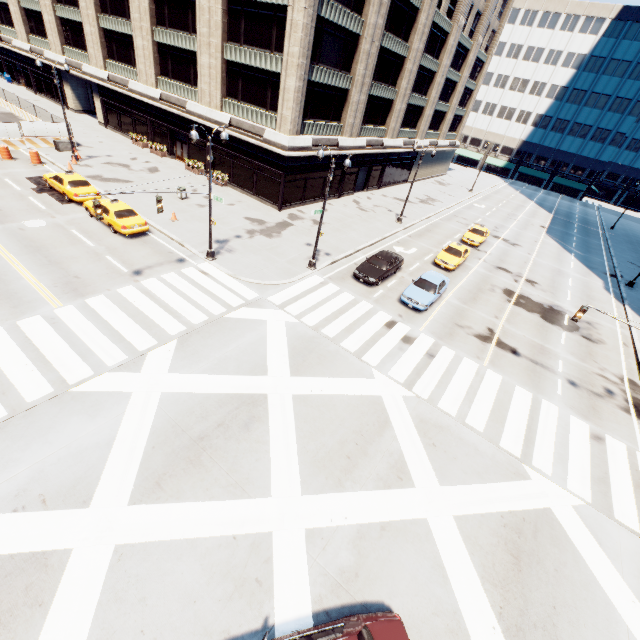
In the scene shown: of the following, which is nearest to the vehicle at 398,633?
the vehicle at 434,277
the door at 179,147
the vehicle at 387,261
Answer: the vehicle at 434,277

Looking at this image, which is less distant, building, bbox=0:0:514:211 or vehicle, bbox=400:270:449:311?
vehicle, bbox=400:270:449:311

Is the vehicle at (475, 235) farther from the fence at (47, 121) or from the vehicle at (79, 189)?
the fence at (47, 121)

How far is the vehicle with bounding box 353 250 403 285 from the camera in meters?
21.6

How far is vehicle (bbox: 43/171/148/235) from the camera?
20.3m

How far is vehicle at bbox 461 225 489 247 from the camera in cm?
3241

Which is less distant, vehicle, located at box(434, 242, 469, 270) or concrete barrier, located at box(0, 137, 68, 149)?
vehicle, located at box(434, 242, 469, 270)

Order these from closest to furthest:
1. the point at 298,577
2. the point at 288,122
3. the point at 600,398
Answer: the point at 298,577 → the point at 600,398 → the point at 288,122
